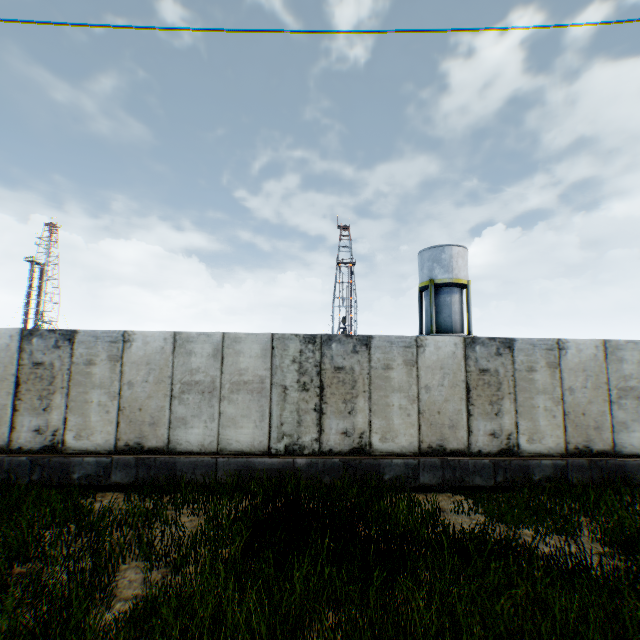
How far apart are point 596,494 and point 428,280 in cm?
2180

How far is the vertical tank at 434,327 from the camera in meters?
26.5

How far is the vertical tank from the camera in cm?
2647
